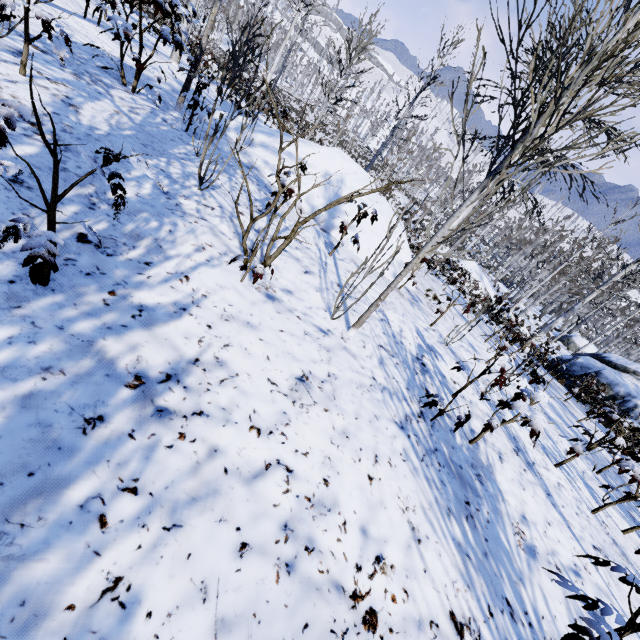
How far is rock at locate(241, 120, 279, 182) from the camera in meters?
6.3

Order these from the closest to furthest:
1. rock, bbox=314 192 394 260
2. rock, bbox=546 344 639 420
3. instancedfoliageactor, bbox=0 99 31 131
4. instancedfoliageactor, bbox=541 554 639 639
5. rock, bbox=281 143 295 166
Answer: instancedfoliageactor, bbox=0 99 31 131
instancedfoliageactor, bbox=541 554 639 639
rock, bbox=314 192 394 260
rock, bbox=281 143 295 166
rock, bbox=546 344 639 420

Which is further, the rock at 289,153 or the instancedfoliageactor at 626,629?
the rock at 289,153

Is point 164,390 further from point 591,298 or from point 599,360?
point 599,360

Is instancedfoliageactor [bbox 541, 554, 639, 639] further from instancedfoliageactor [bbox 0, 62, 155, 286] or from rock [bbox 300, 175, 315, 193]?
rock [bbox 300, 175, 315, 193]

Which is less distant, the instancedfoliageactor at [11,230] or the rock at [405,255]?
the instancedfoliageactor at [11,230]

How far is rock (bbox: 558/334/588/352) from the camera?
29.8 meters
